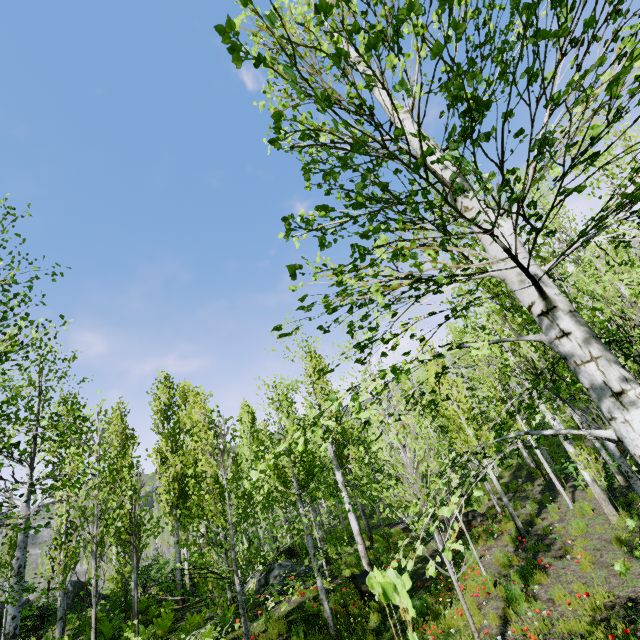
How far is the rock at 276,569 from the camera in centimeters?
1267cm

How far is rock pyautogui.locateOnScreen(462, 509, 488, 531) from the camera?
14.48m

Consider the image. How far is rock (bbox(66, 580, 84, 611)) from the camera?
17.07m

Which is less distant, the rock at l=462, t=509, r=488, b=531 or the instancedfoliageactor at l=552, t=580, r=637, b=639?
the instancedfoliageactor at l=552, t=580, r=637, b=639

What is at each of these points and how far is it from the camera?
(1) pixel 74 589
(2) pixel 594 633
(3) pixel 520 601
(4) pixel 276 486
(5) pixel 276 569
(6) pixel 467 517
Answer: (1) rock, 17.5 meters
(2) instancedfoliageactor, 5.1 meters
(3) instancedfoliageactor, 6.7 meters
(4) instancedfoliageactor, 32.4 meters
(5) rock, 13.1 meters
(6) rock, 14.9 meters

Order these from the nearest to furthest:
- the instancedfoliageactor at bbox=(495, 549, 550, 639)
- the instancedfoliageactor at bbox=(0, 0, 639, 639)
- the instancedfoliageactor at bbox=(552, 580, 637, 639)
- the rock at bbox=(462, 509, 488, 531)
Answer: the instancedfoliageactor at bbox=(0, 0, 639, 639)
the instancedfoliageactor at bbox=(552, 580, 637, 639)
the instancedfoliageactor at bbox=(495, 549, 550, 639)
the rock at bbox=(462, 509, 488, 531)

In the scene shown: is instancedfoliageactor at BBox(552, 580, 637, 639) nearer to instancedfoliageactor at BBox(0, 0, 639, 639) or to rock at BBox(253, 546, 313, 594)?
instancedfoliageactor at BBox(0, 0, 639, 639)

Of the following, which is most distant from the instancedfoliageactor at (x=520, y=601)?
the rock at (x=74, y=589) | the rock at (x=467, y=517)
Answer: the rock at (x=467, y=517)
